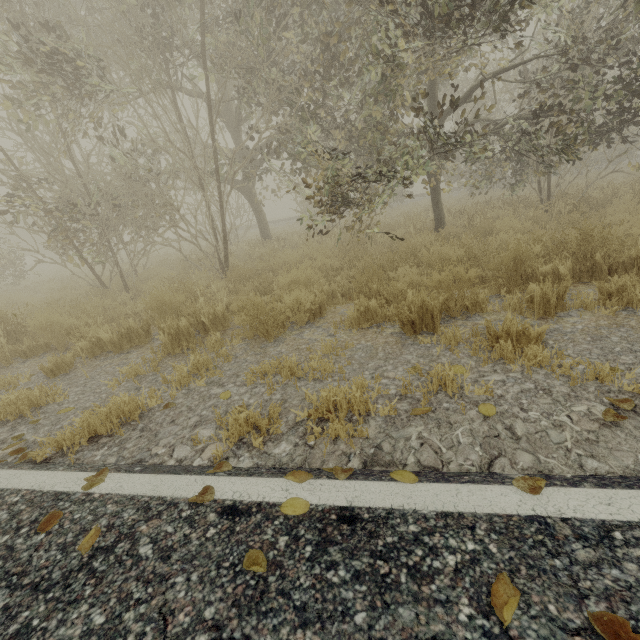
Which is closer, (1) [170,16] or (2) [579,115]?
(2) [579,115]
